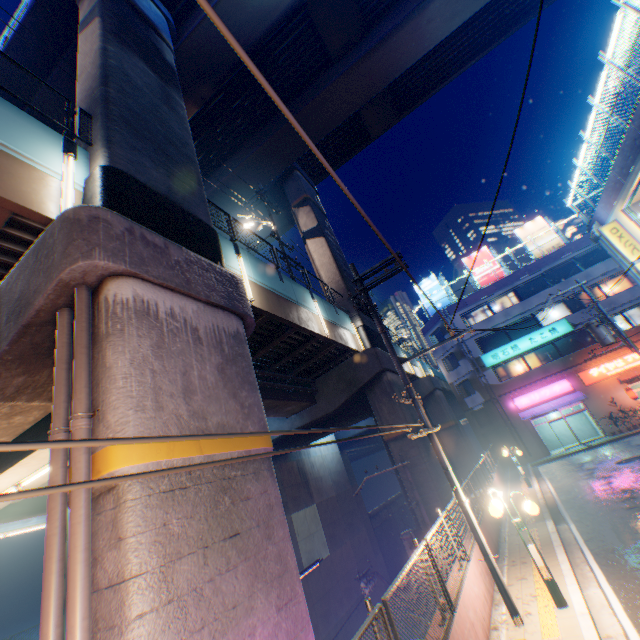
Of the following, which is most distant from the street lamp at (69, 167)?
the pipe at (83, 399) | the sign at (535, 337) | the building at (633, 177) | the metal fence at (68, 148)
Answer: the sign at (535, 337)

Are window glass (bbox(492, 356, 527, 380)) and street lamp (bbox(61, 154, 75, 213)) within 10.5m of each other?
no

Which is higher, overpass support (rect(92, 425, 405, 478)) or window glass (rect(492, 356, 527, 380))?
window glass (rect(492, 356, 527, 380))

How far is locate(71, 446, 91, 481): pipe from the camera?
3.9m

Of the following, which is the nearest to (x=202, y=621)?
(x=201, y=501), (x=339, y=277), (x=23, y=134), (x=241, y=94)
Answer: (x=201, y=501)

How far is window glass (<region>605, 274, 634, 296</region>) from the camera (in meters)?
27.55

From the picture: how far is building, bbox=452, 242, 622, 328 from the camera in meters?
28.4

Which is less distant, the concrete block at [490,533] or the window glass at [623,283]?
the concrete block at [490,533]
